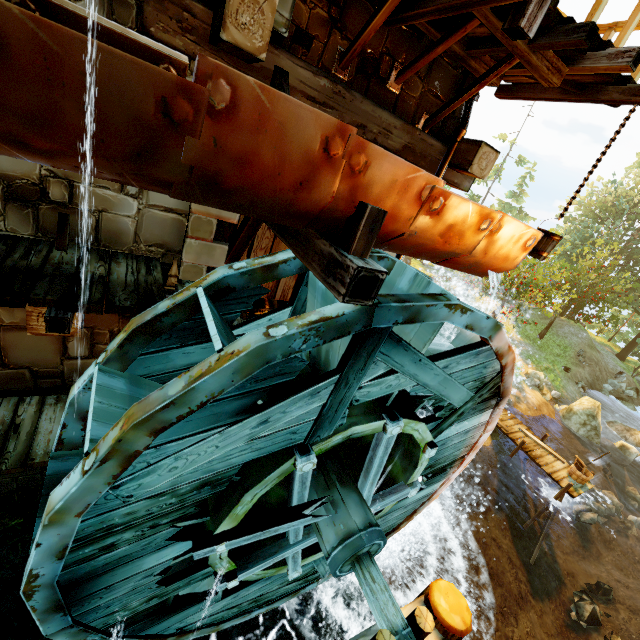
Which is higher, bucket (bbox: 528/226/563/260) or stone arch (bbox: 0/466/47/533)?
bucket (bbox: 528/226/563/260)

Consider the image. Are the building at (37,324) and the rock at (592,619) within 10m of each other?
no

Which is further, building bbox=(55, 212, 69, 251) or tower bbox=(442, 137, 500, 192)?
tower bbox=(442, 137, 500, 192)

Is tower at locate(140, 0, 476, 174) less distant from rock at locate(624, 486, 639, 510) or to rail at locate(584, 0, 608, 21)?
rail at locate(584, 0, 608, 21)

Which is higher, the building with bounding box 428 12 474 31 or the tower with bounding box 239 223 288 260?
the building with bounding box 428 12 474 31

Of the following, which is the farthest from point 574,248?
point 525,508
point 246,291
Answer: point 246,291

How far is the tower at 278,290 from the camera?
5.66m

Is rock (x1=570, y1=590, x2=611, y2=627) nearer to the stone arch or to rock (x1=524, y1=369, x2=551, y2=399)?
the stone arch
